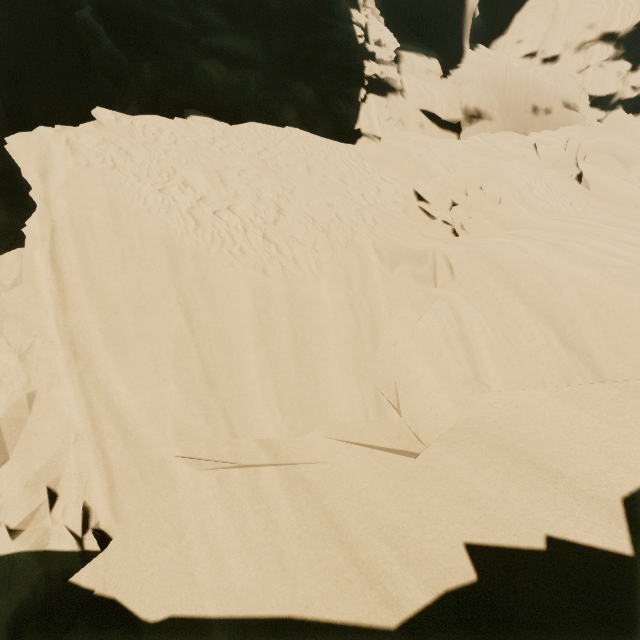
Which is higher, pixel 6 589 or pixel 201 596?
pixel 201 596
